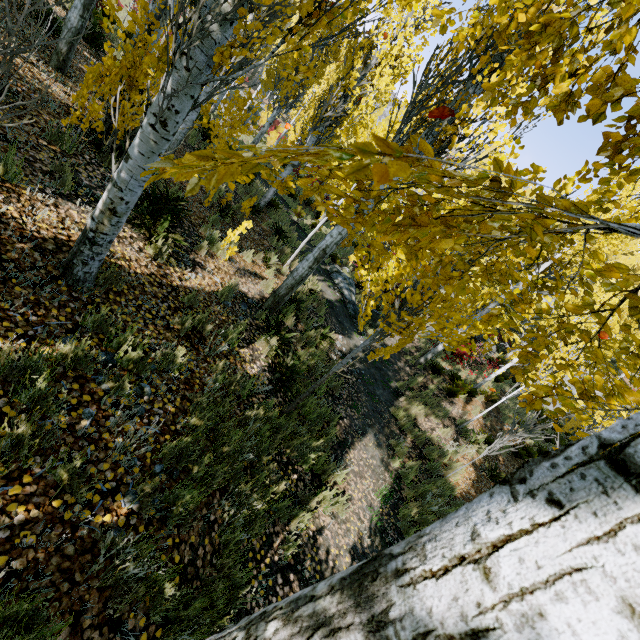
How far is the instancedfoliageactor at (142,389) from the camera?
2.9m

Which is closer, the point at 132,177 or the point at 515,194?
the point at 515,194

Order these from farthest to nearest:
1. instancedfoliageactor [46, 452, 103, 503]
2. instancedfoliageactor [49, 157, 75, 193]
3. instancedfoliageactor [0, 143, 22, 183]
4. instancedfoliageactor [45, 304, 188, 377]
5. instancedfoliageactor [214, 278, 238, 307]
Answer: instancedfoliageactor [214, 278, 238, 307], instancedfoliageactor [49, 157, 75, 193], instancedfoliageactor [0, 143, 22, 183], instancedfoliageactor [45, 304, 188, 377], instancedfoliageactor [46, 452, 103, 503]

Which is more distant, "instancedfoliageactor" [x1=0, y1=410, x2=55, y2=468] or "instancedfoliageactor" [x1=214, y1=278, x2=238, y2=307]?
"instancedfoliageactor" [x1=214, y1=278, x2=238, y2=307]

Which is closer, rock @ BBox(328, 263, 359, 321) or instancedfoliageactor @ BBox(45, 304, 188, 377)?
instancedfoliageactor @ BBox(45, 304, 188, 377)

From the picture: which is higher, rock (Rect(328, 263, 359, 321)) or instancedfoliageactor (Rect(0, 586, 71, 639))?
instancedfoliageactor (Rect(0, 586, 71, 639))
